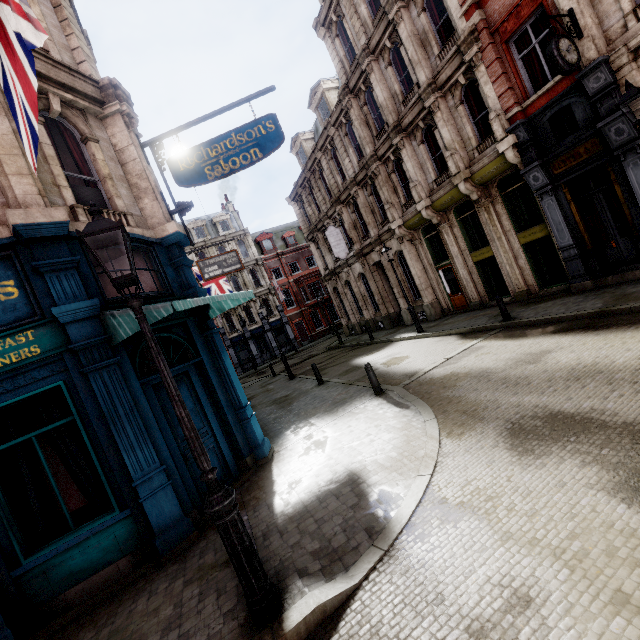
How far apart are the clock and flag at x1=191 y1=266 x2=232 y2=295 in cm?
1932

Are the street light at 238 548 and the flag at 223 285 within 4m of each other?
no

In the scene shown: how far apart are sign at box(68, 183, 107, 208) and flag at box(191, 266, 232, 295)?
15.05m

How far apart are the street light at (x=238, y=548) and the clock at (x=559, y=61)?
11.02m

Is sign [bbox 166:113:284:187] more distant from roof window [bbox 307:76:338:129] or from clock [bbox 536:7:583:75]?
roof window [bbox 307:76:338:129]

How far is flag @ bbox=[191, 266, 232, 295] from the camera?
22.38m

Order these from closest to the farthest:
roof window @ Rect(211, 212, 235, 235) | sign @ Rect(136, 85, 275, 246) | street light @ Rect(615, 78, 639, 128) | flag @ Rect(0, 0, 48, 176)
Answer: flag @ Rect(0, 0, 48, 176) → street light @ Rect(615, 78, 639, 128) → sign @ Rect(136, 85, 275, 246) → roof window @ Rect(211, 212, 235, 235)

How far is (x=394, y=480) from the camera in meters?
5.1
